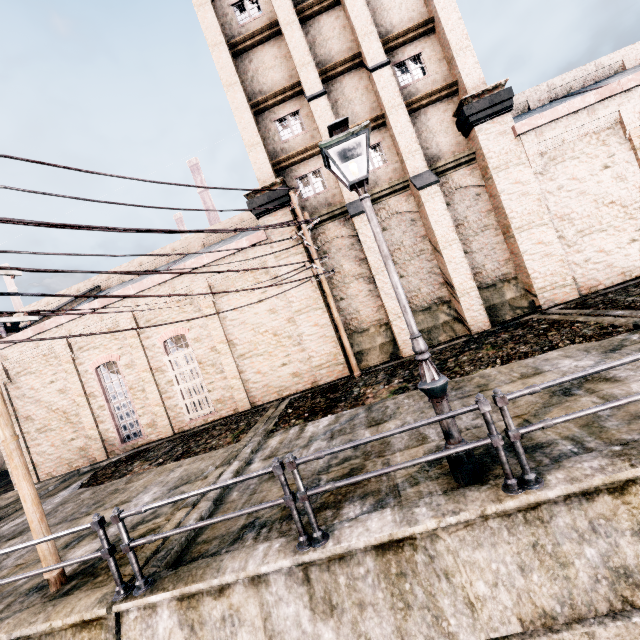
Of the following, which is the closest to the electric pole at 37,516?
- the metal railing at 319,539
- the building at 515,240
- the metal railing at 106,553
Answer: the building at 515,240

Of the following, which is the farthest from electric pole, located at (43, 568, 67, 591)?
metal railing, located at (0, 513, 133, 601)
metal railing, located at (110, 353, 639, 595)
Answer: metal railing, located at (110, 353, 639, 595)

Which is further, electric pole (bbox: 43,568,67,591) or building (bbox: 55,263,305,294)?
building (bbox: 55,263,305,294)

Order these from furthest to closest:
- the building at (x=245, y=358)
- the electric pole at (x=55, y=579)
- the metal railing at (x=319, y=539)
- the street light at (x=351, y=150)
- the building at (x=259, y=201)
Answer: the building at (x=245, y=358), the building at (x=259, y=201), the electric pole at (x=55, y=579), the street light at (x=351, y=150), the metal railing at (x=319, y=539)

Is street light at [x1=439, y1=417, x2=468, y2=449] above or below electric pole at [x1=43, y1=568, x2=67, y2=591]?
above

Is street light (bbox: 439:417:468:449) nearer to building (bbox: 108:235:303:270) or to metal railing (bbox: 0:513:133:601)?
metal railing (bbox: 0:513:133:601)

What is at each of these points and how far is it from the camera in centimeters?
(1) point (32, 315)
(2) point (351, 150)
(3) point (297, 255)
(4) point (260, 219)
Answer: (1) electric pole, 741cm
(2) street light, 525cm
(3) building, 1588cm
(4) building, 1605cm

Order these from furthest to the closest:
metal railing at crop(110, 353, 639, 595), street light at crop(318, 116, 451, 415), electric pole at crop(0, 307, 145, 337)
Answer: electric pole at crop(0, 307, 145, 337) → street light at crop(318, 116, 451, 415) → metal railing at crop(110, 353, 639, 595)
